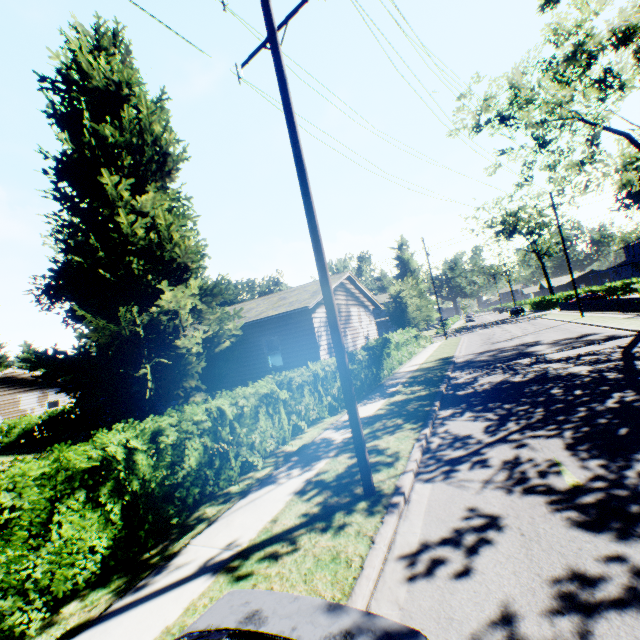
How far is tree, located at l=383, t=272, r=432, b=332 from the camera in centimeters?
2798cm

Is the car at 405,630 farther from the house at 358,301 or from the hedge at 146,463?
the house at 358,301

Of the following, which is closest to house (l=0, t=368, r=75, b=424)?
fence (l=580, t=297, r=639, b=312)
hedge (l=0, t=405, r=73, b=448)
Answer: hedge (l=0, t=405, r=73, b=448)

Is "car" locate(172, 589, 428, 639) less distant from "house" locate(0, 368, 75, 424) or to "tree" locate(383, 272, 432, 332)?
"tree" locate(383, 272, 432, 332)

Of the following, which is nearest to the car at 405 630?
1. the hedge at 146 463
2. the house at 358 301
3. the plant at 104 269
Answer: the hedge at 146 463

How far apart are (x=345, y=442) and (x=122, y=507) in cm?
507

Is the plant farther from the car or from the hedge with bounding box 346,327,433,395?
the car
